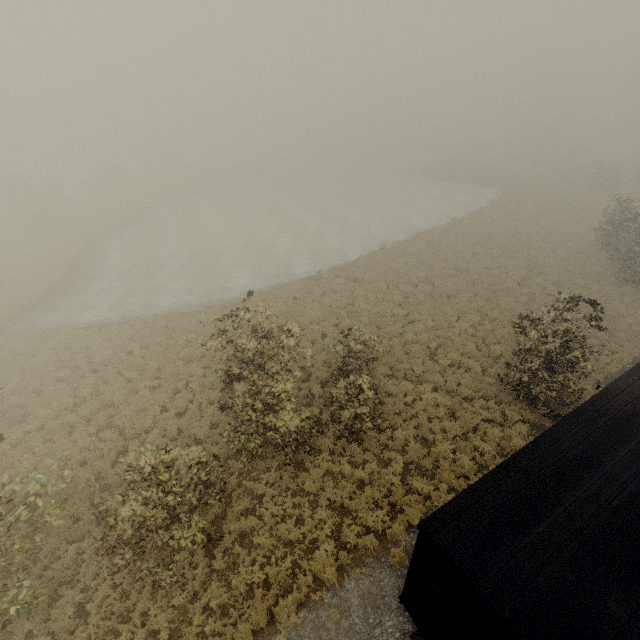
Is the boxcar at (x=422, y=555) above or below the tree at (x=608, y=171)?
above

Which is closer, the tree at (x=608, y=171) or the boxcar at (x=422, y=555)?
the boxcar at (x=422, y=555)

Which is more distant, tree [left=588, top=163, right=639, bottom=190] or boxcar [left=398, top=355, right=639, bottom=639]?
tree [left=588, top=163, right=639, bottom=190]

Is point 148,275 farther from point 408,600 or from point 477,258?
point 408,600

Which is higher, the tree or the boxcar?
the boxcar
